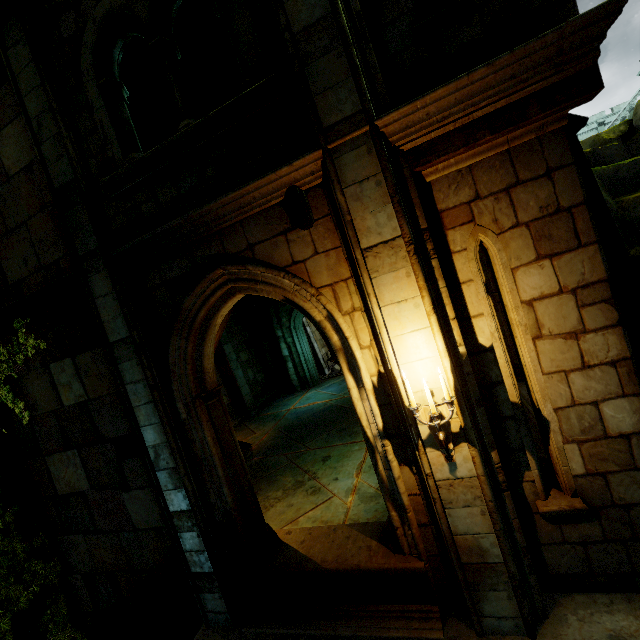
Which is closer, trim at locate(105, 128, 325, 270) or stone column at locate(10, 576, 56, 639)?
trim at locate(105, 128, 325, 270)

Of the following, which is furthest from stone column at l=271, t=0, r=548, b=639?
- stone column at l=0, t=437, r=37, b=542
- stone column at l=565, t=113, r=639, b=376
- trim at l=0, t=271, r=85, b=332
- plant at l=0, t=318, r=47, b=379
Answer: stone column at l=0, t=437, r=37, b=542

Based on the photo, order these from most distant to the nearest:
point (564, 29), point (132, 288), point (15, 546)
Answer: point (15, 546) < point (132, 288) < point (564, 29)

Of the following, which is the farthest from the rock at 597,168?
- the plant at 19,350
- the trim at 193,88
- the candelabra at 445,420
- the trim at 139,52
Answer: the plant at 19,350

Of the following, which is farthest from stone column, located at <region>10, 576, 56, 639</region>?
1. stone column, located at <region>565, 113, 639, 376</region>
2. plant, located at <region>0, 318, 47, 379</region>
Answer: stone column, located at <region>565, 113, 639, 376</region>

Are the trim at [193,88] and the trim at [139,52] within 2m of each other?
yes

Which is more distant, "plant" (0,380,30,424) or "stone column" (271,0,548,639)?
"plant" (0,380,30,424)

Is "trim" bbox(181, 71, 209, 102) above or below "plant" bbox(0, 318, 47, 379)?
above
